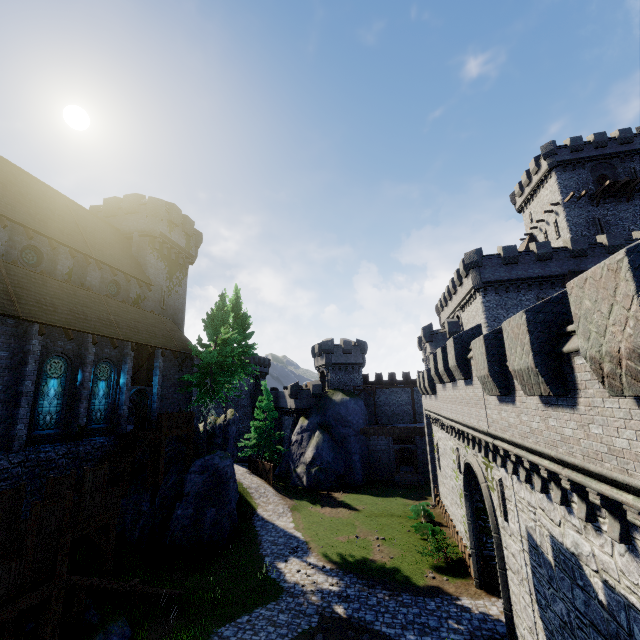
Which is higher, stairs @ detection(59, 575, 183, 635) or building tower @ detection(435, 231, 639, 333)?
building tower @ detection(435, 231, 639, 333)

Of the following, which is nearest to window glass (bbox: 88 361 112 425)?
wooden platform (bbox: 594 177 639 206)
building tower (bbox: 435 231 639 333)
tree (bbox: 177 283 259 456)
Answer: tree (bbox: 177 283 259 456)

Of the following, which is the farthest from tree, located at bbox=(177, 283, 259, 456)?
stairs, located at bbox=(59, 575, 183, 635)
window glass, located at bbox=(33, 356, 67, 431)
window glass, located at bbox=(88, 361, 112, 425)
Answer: stairs, located at bbox=(59, 575, 183, 635)

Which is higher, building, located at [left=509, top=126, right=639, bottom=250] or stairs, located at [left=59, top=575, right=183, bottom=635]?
building, located at [left=509, top=126, right=639, bottom=250]

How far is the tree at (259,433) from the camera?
38.03m

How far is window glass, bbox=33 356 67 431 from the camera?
15.92m

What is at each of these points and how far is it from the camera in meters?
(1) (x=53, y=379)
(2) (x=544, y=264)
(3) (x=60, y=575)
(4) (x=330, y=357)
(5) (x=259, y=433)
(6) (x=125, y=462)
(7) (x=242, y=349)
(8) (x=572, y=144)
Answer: (1) window glass, 16.7 m
(2) building tower, 31.0 m
(3) walkway, 9.2 m
(4) building tower, 44.1 m
(5) tree, 38.5 m
(6) stairs, 17.1 m
(7) tree, 30.9 m
(8) building, 38.1 m

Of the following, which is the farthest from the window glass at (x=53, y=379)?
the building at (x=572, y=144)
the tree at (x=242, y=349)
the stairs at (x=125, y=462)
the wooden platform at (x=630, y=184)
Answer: the wooden platform at (x=630, y=184)
